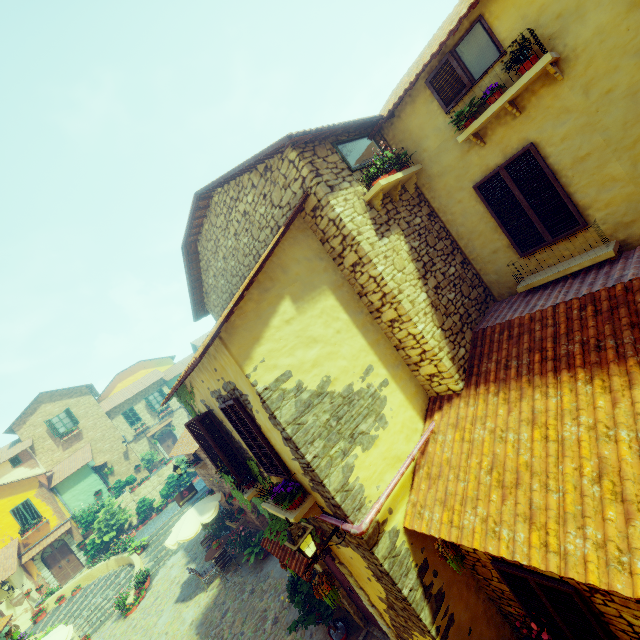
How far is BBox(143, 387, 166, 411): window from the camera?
31.50m

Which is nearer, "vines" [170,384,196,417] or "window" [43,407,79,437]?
"vines" [170,384,196,417]

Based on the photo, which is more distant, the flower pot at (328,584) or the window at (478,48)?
the flower pot at (328,584)

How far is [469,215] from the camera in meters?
6.5

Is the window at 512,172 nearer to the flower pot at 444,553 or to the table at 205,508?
the flower pot at 444,553

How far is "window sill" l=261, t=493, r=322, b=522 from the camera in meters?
5.1

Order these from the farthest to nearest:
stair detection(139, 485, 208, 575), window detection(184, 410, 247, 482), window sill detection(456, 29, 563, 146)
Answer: stair detection(139, 485, 208, 575) → window detection(184, 410, 247, 482) → window sill detection(456, 29, 563, 146)

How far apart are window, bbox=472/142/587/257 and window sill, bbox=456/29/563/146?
0.49m
